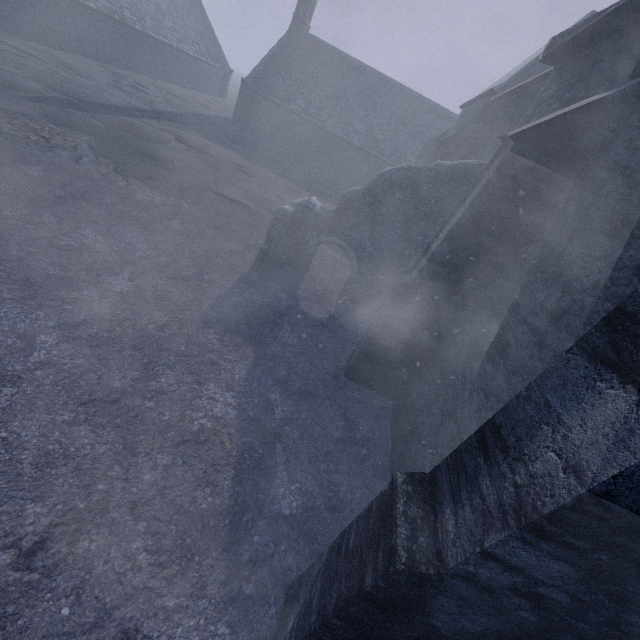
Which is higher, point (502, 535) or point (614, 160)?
point (614, 160)

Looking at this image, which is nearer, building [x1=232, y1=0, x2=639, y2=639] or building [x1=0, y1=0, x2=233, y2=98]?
building [x1=232, y1=0, x2=639, y2=639]

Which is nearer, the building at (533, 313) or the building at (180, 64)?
the building at (533, 313)
